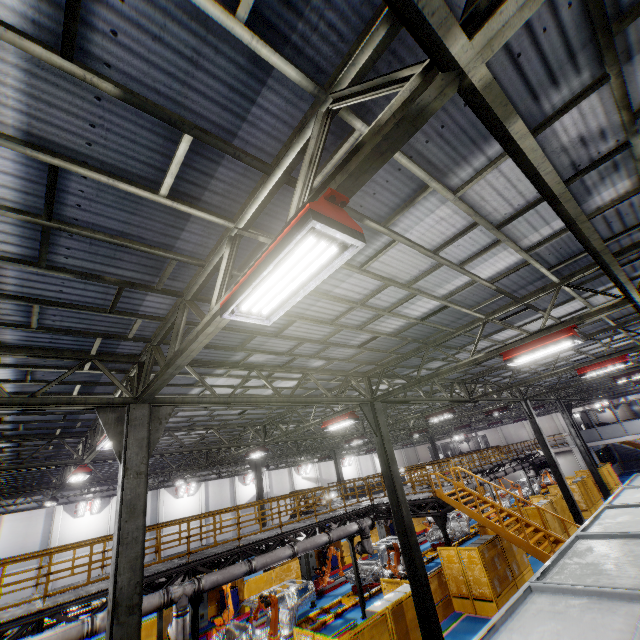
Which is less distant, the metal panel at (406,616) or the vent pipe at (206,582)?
the metal panel at (406,616)

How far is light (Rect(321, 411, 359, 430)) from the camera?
12.1m

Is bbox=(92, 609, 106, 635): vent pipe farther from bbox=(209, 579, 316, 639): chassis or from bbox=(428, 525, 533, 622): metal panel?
bbox=(428, 525, 533, 622): metal panel

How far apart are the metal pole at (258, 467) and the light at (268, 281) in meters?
22.5

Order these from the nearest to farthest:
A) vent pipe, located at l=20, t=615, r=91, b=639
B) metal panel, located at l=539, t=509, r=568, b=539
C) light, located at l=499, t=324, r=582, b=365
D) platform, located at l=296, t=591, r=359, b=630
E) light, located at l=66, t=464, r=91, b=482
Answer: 1. light, located at l=499, t=324, r=582, b=365
2. vent pipe, located at l=20, t=615, r=91, b=639
3. light, located at l=66, t=464, r=91, b=482
4. platform, located at l=296, t=591, r=359, b=630
5. metal panel, located at l=539, t=509, r=568, b=539

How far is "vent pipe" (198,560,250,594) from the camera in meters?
11.0 m

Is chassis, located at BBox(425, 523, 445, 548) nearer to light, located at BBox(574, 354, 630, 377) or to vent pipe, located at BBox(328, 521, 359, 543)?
vent pipe, located at BBox(328, 521, 359, 543)

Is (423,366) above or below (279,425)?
below
